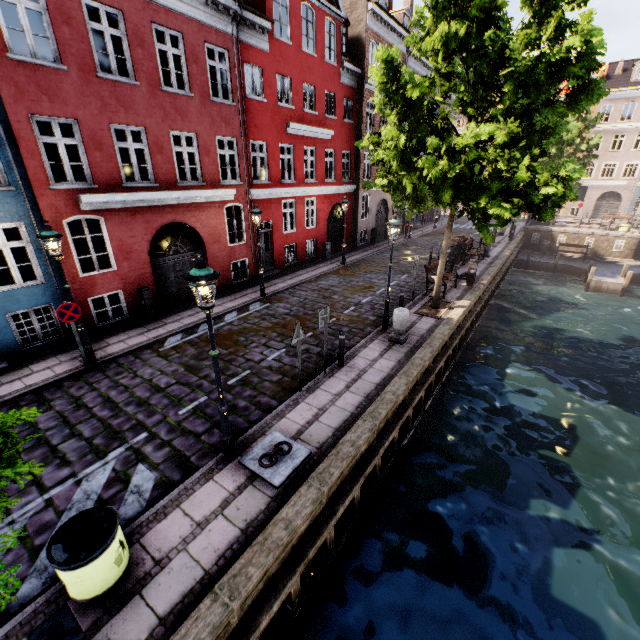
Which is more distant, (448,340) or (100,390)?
(448,340)

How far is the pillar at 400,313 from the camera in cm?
1011

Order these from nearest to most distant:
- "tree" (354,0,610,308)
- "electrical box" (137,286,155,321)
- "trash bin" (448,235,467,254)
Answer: "tree" (354,0,610,308)
"electrical box" (137,286,155,321)
"trash bin" (448,235,467,254)

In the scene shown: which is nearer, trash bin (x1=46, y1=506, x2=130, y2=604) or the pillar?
trash bin (x1=46, y1=506, x2=130, y2=604)

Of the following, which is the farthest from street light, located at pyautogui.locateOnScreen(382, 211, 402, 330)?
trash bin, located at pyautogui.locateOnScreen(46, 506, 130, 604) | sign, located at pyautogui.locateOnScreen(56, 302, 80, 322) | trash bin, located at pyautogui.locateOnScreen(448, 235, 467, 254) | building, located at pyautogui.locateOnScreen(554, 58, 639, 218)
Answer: building, located at pyautogui.locateOnScreen(554, 58, 639, 218)

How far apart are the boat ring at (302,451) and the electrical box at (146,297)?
7.8 meters

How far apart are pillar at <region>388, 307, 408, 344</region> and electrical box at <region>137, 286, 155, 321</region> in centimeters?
865cm

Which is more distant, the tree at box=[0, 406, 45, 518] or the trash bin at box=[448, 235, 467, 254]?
the trash bin at box=[448, 235, 467, 254]
